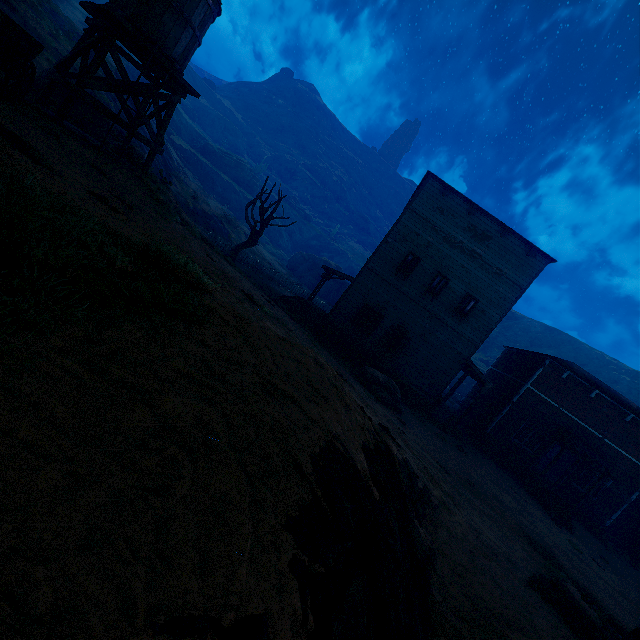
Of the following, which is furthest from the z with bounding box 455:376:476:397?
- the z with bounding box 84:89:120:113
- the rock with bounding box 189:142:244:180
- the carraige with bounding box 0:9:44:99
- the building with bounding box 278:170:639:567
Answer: the rock with bounding box 189:142:244:180

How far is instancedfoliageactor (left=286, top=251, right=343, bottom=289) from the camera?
47.3 meters

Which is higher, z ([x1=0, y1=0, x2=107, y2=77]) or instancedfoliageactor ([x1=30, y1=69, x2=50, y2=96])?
z ([x1=0, y1=0, x2=107, y2=77])

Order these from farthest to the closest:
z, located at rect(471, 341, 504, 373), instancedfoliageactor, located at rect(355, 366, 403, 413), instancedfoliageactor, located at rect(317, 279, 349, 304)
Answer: z, located at rect(471, 341, 504, 373) < instancedfoliageactor, located at rect(317, 279, 349, 304) < instancedfoliageactor, located at rect(355, 366, 403, 413)

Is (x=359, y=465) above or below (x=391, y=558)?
Answer: above

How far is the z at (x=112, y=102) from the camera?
19.55m

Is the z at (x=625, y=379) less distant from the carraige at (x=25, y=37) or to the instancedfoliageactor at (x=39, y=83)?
the instancedfoliageactor at (x=39, y=83)

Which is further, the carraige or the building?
the building
